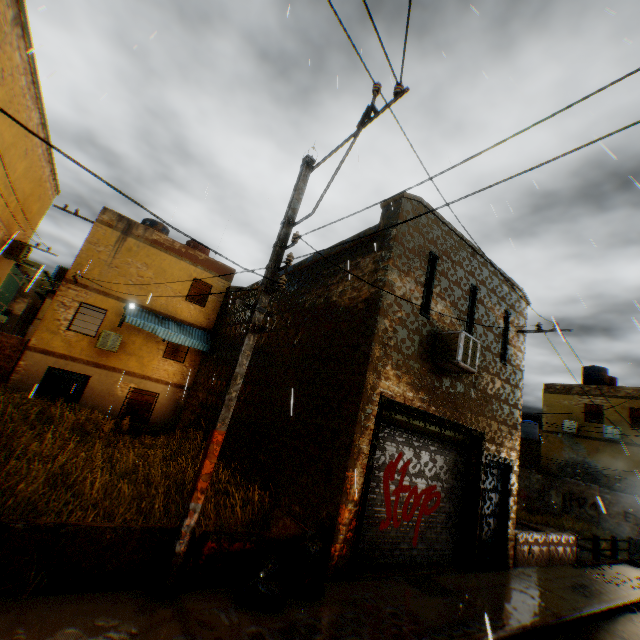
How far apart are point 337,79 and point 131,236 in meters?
14.4

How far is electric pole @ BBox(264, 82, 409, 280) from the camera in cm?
474

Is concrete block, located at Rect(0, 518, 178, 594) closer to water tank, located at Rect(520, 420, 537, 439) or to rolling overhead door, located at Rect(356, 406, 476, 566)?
rolling overhead door, located at Rect(356, 406, 476, 566)

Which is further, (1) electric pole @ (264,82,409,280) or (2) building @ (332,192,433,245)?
(2) building @ (332,192,433,245)

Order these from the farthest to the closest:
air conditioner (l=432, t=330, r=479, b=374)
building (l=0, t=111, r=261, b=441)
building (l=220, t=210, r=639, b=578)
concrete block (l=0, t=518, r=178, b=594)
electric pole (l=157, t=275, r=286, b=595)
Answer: building (l=0, t=111, r=261, b=441) < air conditioner (l=432, t=330, r=479, b=374) < building (l=220, t=210, r=639, b=578) < electric pole (l=157, t=275, r=286, b=595) < concrete block (l=0, t=518, r=178, b=594)

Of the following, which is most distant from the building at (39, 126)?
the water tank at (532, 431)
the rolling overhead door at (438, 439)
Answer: the water tank at (532, 431)

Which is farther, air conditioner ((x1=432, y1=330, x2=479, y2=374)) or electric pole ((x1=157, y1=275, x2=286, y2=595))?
air conditioner ((x1=432, y1=330, x2=479, y2=374))

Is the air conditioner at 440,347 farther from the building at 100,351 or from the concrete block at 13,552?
the concrete block at 13,552
